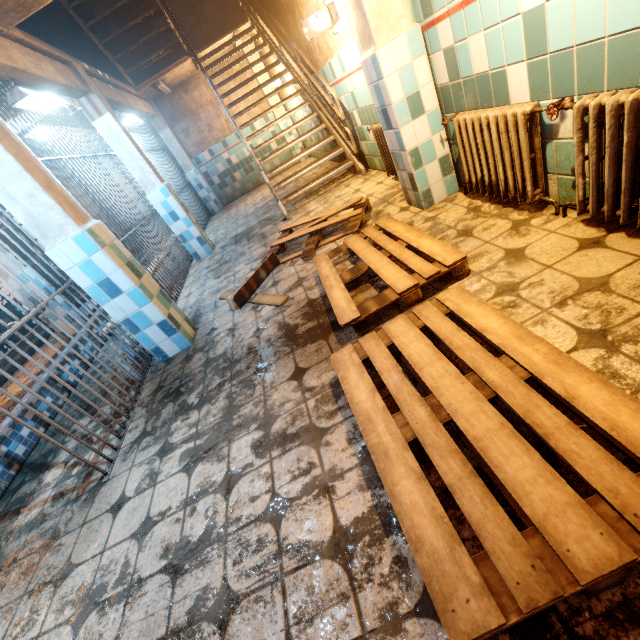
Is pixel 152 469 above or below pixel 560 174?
below

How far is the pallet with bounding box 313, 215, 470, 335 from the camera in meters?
1.9 m

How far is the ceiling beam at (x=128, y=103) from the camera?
5.0m

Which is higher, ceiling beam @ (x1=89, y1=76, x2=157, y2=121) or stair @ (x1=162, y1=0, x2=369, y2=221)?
ceiling beam @ (x1=89, y1=76, x2=157, y2=121)

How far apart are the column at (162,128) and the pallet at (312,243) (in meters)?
6.09

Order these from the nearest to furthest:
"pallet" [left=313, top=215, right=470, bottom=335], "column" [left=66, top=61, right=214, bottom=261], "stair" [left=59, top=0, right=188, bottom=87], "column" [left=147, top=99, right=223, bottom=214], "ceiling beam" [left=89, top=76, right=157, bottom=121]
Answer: "pallet" [left=313, top=215, right=470, bottom=335], "column" [left=66, top=61, right=214, bottom=261], "ceiling beam" [left=89, top=76, right=157, bottom=121], "stair" [left=59, top=0, right=188, bottom=87], "column" [left=147, top=99, right=223, bottom=214]

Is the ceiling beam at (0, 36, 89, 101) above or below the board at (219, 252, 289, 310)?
above

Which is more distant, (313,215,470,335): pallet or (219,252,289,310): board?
(219,252,289,310): board
